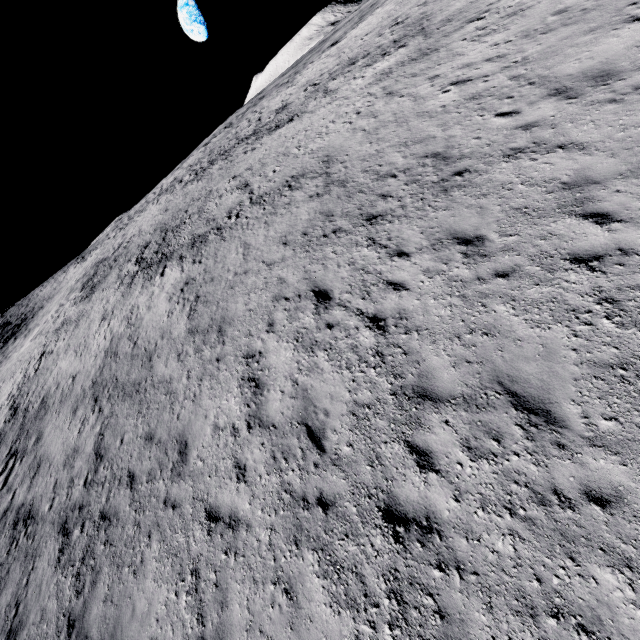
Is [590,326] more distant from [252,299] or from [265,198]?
[265,198]
